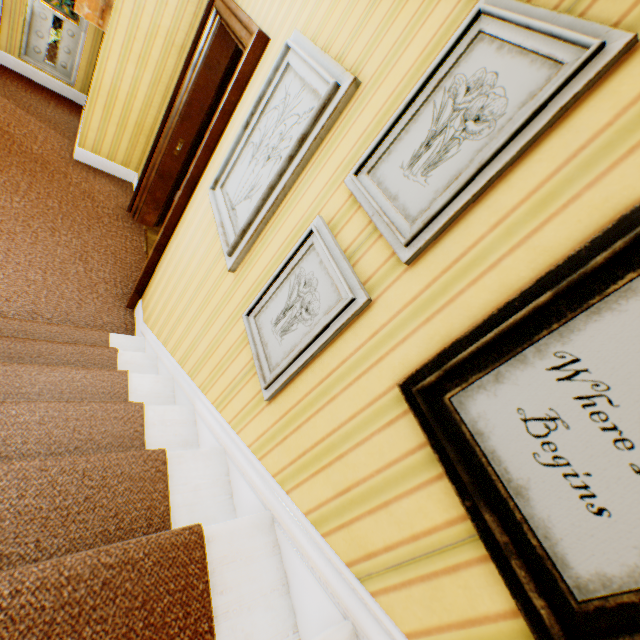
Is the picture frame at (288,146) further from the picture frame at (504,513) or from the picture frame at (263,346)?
the picture frame at (504,513)

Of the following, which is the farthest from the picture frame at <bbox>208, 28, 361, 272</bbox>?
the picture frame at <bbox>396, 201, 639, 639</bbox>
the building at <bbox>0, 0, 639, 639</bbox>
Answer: the picture frame at <bbox>396, 201, 639, 639</bbox>

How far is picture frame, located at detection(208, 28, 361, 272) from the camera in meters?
1.3

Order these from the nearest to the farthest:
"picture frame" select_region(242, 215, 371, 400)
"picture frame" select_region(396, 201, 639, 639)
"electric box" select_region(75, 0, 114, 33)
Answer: "picture frame" select_region(396, 201, 639, 639), "picture frame" select_region(242, 215, 371, 400), "electric box" select_region(75, 0, 114, 33)

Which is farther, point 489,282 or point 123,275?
point 123,275

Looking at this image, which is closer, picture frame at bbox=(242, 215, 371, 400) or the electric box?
picture frame at bbox=(242, 215, 371, 400)

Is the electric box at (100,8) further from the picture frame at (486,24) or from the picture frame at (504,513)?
the picture frame at (504,513)

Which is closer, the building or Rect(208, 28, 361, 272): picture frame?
the building
